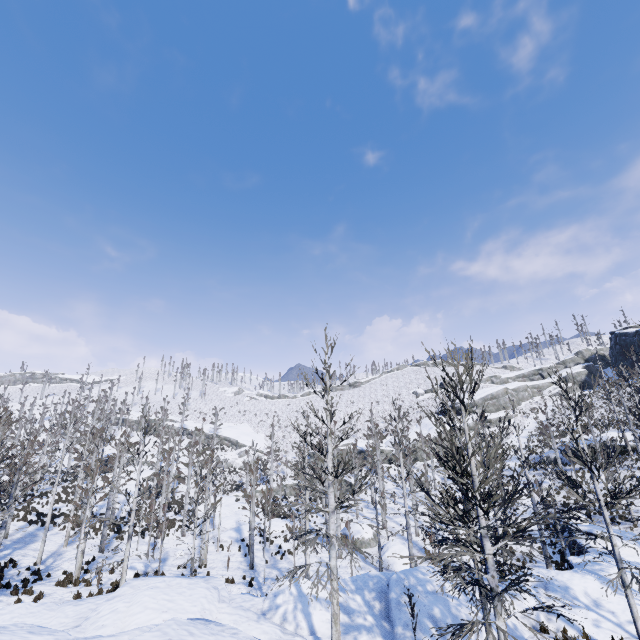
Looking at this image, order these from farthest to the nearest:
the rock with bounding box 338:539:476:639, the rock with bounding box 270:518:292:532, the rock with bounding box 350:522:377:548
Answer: the rock with bounding box 270:518:292:532, the rock with bounding box 350:522:377:548, the rock with bounding box 338:539:476:639

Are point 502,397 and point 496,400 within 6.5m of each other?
yes

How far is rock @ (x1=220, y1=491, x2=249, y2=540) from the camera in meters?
29.7 m

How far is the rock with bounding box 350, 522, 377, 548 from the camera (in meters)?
27.75

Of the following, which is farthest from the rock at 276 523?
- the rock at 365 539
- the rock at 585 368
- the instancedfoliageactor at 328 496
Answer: the rock at 585 368

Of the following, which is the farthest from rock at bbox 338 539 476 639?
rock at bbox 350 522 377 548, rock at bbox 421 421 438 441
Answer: rock at bbox 421 421 438 441

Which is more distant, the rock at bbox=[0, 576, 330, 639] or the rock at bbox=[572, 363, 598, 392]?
the rock at bbox=[572, 363, 598, 392]

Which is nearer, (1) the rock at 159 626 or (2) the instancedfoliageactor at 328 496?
(1) the rock at 159 626
